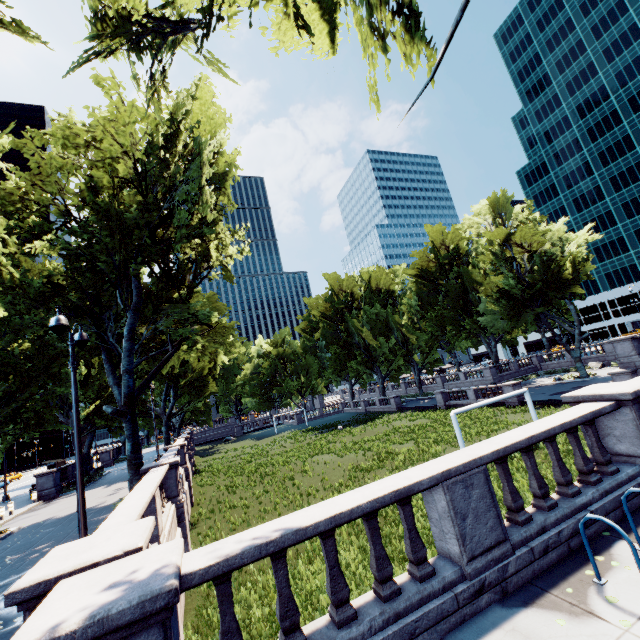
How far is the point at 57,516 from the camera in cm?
1861

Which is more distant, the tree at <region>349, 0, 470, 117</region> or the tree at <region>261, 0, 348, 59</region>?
the tree at <region>261, 0, 348, 59</region>

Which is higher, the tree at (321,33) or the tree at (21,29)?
the tree at (21,29)

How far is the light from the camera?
8.6 meters

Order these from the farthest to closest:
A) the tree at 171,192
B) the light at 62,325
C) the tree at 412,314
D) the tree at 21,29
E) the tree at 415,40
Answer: the tree at 412,314 → the tree at 171,192 → the tree at 21,29 → the light at 62,325 → the tree at 415,40

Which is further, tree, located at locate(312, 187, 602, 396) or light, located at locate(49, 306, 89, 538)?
Answer: tree, located at locate(312, 187, 602, 396)
